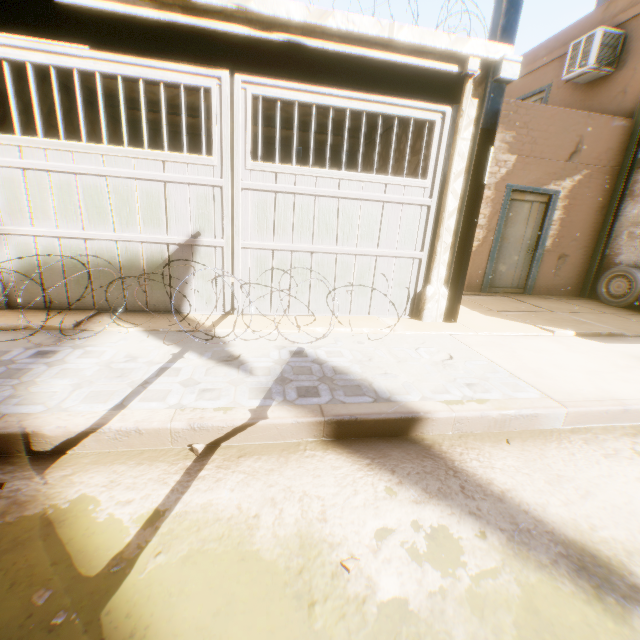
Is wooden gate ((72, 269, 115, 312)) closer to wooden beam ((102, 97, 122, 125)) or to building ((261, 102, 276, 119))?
building ((261, 102, 276, 119))

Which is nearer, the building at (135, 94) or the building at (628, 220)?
the building at (135, 94)

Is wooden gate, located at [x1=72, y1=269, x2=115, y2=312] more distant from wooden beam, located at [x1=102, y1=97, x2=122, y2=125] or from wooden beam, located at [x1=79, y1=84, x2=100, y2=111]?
wooden beam, located at [x1=102, y1=97, x2=122, y2=125]

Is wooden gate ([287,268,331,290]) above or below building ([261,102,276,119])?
below

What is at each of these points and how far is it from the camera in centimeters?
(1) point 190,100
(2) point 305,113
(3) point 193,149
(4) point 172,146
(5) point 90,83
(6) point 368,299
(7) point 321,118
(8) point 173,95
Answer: (1) building, 639cm
(2) building, 665cm
(3) building, 884cm
(4) building, 874cm
(5) building, 590cm
(6) wooden gate, 505cm
(7) building, 689cm
(8) building, 619cm

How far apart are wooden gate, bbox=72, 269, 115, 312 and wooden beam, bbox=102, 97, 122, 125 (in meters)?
3.90

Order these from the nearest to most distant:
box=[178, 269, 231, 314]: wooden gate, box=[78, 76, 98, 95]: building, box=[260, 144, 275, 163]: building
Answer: box=[178, 269, 231, 314]: wooden gate < box=[78, 76, 98, 95]: building < box=[260, 144, 275, 163]: building

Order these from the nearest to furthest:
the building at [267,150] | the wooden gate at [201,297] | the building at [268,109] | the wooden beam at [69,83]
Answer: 1. the wooden gate at [201,297]
2. the wooden beam at [69,83]
3. the building at [268,109]
4. the building at [267,150]
